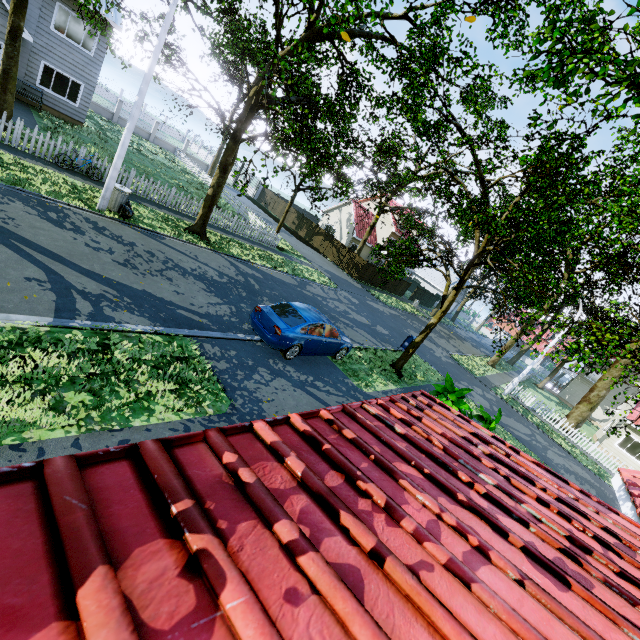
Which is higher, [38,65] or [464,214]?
[464,214]

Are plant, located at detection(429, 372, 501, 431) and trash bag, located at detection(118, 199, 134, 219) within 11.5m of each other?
no

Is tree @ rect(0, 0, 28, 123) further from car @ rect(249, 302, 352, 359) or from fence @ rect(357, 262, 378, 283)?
car @ rect(249, 302, 352, 359)

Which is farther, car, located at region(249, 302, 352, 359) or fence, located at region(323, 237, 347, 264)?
fence, located at region(323, 237, 347, 264)

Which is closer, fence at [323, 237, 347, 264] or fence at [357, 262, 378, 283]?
fence at [357, 262, 378, 283]

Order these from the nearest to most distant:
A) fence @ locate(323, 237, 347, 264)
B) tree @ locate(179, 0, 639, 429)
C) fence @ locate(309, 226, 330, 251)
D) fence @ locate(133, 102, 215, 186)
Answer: tree @ locate(179, 0, 639, 429)
fence @ locate(133, 102, 215, 186)
fence @ locate(323, 237, 347, 264)
fence @ locate(309, 226, 330, 251)

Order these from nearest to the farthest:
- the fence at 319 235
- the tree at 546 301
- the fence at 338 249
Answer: the tree at 546 301 → the fence at 338 249 → the fence at 319 235

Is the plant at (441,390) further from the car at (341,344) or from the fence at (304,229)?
the fence at (304,229)
